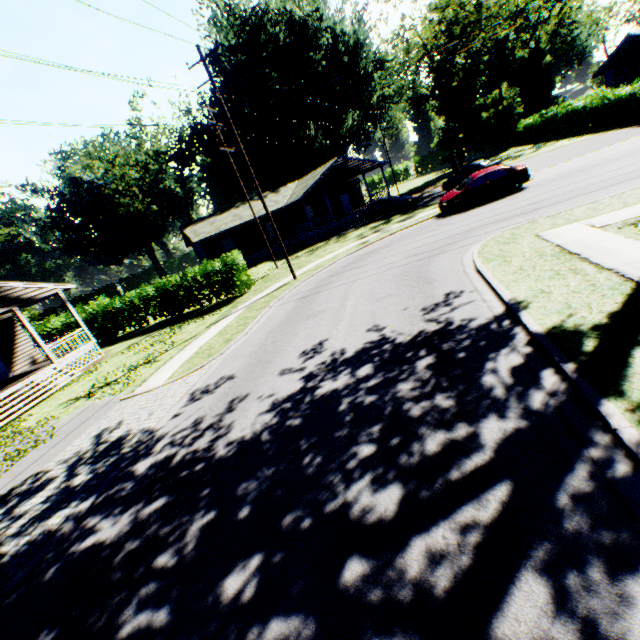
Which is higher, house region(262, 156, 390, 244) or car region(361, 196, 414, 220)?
house region(262, 156, 390, 244)

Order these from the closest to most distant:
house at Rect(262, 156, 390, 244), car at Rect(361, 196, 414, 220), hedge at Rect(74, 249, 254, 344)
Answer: hedge at Rect(74, 249, 254, 344) → car at Rect(361, 196, 414, 220) → house at Rect(262, 156, 390, 244)

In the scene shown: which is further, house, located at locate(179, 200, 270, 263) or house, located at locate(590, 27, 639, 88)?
house, located at locate(179, 200, 270, 263)

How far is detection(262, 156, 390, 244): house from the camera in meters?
32.0 m

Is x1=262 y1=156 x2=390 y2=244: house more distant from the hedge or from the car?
the hedge

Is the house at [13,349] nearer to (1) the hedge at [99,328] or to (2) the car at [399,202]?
(1) the hedge at [99,328]

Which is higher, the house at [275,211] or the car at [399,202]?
the house at [275,211]

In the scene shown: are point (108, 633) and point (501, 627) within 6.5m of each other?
yes
